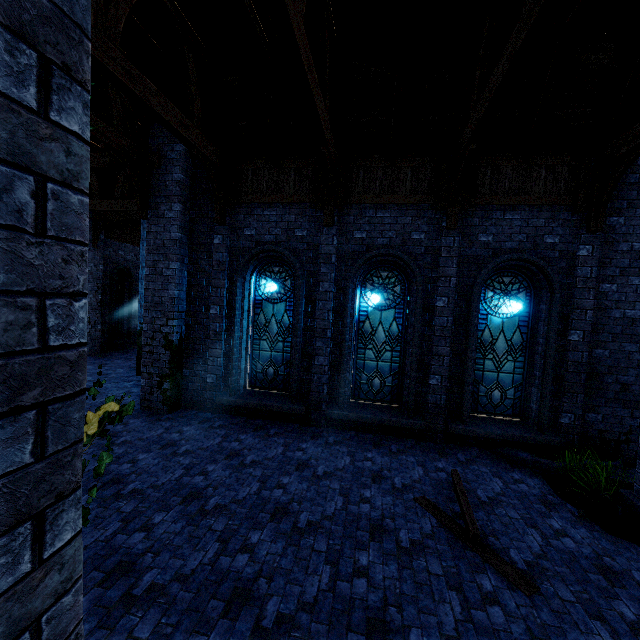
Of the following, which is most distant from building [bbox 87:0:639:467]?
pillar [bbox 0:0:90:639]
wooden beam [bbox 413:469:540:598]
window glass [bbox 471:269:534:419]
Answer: wooden beam [bbox 413:469:540:598]

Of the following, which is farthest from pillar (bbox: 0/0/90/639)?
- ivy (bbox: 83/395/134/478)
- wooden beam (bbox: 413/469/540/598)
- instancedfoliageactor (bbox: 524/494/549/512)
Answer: instancedfoliageactor (bbox: 524/494/549/512)

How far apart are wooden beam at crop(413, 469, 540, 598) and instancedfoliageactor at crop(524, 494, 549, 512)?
0.7m

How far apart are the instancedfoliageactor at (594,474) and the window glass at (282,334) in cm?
663

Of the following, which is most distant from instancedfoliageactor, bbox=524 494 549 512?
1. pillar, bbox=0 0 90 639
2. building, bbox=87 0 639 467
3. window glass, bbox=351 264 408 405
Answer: pillar, bbox=0 0 90 639

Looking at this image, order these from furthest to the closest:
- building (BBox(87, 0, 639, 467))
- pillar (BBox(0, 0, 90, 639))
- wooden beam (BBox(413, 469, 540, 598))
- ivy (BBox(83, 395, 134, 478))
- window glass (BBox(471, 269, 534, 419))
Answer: window glass (BBox(471, 269, 534, 419)), building (BBox(87, 0, 639, 467)), wooden beam (BBox(413, 469, 540, 598)), ivy (BBox(83, 395, 134, 478)), pillar (BBox(0, 0, 90, 639))

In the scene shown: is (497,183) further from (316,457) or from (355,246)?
(316,457)

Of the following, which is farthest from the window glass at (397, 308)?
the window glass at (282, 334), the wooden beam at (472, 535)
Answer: the wooden beam at (472, 535)
